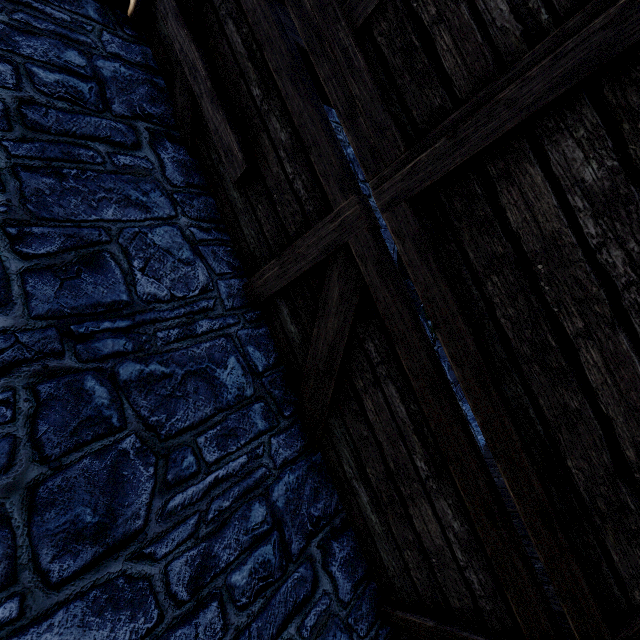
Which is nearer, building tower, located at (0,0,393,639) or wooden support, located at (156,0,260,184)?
building tower, located at (0,0,393,639)

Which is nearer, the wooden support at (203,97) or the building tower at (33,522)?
the building tower at (33,522)

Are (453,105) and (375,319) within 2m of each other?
yes
